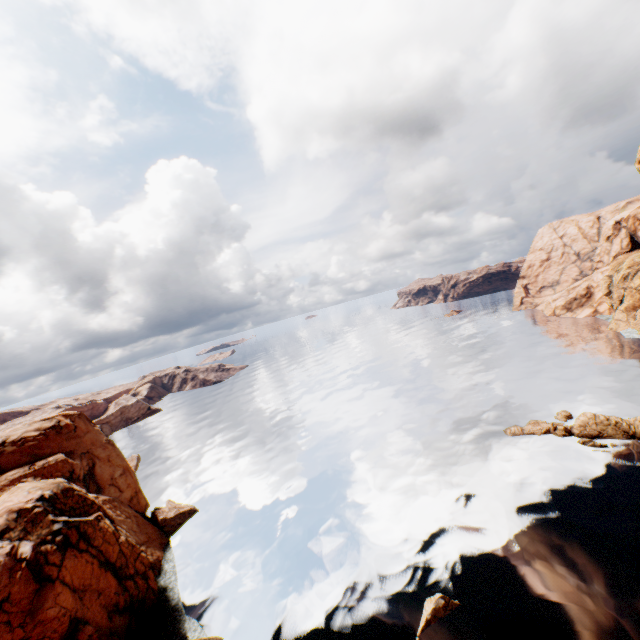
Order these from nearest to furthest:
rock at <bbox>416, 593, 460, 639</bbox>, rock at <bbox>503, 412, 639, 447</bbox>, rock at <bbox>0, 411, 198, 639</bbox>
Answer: rock at <bbox>0, 411, 198, 639</bbox>
rock at <bbox>416, 593, 460, 639</bbox>
rock at <bbox>503, 412, 639, 447</bbox>

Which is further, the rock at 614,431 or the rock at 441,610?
the rock at 614,431

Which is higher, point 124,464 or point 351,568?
point 124,464

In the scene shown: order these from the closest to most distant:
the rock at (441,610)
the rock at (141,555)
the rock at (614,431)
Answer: the rock at (141,555), the rock at (441,610), the rock at (614,431)

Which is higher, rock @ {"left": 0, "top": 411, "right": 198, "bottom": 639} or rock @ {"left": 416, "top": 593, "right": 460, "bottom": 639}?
rock @ {"left": 0, "top": 411, "right": 198, "bottom": 639}

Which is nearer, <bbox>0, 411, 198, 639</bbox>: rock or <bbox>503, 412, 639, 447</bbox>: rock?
<bbox>0, 411, 198, 639</bbox>: rock

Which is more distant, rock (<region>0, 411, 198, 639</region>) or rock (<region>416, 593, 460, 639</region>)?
rock (<region>416, 593, 460, 639</region>)
